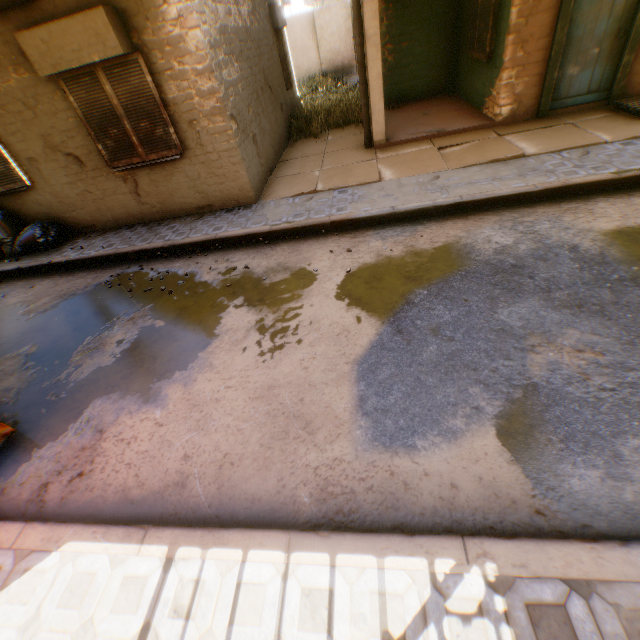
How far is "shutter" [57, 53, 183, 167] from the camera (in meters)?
5.53

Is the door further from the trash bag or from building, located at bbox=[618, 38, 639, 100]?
the trash bag

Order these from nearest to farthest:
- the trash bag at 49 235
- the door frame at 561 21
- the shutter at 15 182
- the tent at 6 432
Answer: the tent at 6 432 < the door frame at 561 21 < the shutter at 15 182 < the trash bag at 49 235

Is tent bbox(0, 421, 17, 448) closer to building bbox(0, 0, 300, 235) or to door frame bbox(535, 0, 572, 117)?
building bbox(0, 0, 300, 235)

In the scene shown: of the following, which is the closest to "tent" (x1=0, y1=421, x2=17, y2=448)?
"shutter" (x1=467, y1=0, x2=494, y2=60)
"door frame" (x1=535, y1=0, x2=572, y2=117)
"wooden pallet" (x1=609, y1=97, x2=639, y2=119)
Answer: "shutter" (x1=467, y1=0, x2=494, y2=60)

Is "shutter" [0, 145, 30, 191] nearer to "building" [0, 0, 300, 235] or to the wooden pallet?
"building" [0, 0, 300, 235]

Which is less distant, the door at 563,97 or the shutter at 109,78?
the shutter at 109,78

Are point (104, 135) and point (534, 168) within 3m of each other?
no
